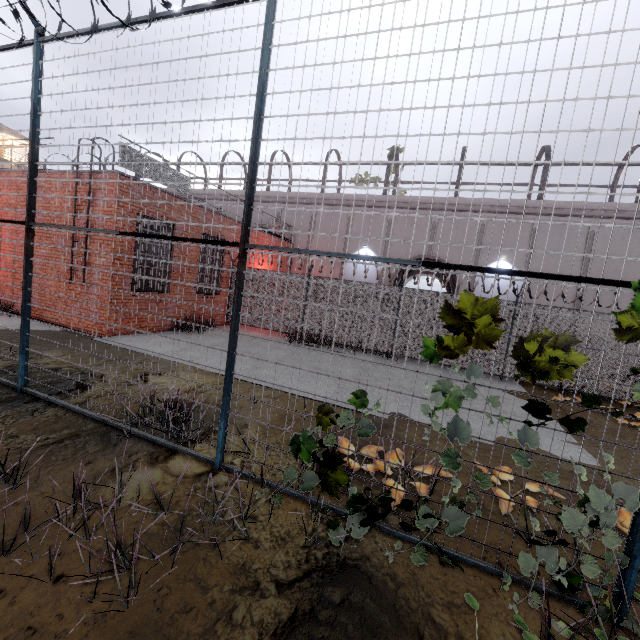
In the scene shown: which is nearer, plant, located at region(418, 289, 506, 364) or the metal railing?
plant, located at region(418, 289, 506, 364)

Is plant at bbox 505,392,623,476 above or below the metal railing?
below

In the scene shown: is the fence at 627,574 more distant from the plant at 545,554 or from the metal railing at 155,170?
the metal railing at 155,170

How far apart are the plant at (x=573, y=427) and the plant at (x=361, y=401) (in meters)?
1.15

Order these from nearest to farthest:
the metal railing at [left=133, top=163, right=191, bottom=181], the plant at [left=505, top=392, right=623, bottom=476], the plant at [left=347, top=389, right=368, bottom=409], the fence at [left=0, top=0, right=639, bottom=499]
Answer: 1. the plant at [left=505, top=392, right=623, bottom=476]
2. the fence at [left=0, top=0, right=639, bottom=499]
3. the plant at [left=347, top=389, right=368, bottom=409]
4. the metal railing at [left=133, top=163, right=191, bottom=181]

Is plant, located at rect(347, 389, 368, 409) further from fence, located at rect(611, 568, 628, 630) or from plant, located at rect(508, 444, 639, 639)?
plant, located at rect(508, 444, 639, 639)

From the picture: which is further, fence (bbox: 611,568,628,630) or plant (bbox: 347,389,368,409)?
plant (bbox: 347,389,368,409)

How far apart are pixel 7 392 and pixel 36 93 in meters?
4.7
